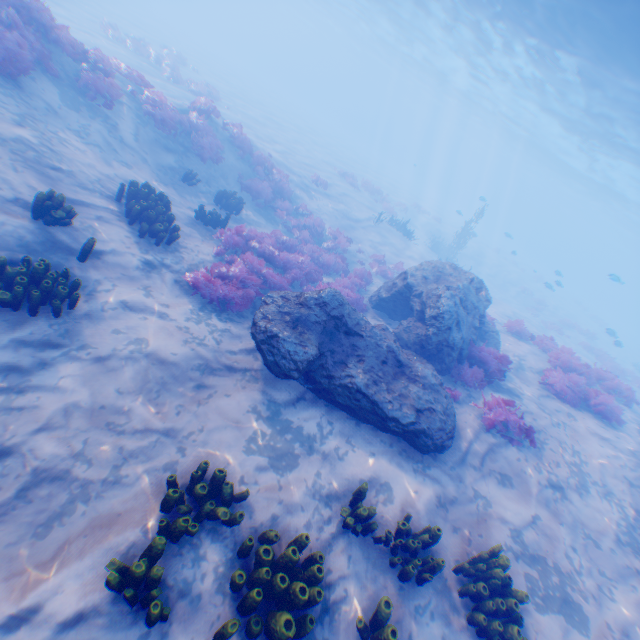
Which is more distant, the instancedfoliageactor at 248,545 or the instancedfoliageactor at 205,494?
the instancedfoliageactor at 248,545

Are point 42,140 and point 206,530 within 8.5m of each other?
no

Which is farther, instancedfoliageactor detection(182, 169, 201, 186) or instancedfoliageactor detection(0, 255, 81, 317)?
instancedfoliageactor detection(182, 169, 201, 186)

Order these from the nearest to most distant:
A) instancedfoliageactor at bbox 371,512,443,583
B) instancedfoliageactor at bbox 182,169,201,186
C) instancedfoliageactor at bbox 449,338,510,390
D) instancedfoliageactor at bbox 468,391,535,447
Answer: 1. instancedfoliageactor at bbox 371,512,443,583
2. instancedfoliageactor at bbox 468,391,535,447
3. instancedfoliageactor at bbox 449,338,510,390
4. instancedfoliageactor at bbox 182,169,201,186

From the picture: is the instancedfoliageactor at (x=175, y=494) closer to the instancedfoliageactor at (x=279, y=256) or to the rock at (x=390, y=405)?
the instancedfoliageactor at (x=279, y=256)

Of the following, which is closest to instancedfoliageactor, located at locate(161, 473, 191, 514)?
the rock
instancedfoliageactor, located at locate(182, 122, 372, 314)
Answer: instancedfoliageactor, located at locate(182, 122, 372, 314)

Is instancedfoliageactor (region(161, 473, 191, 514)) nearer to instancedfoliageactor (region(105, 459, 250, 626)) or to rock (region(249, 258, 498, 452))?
instancedfoliageactor (region(105, 459, 250, 626))
